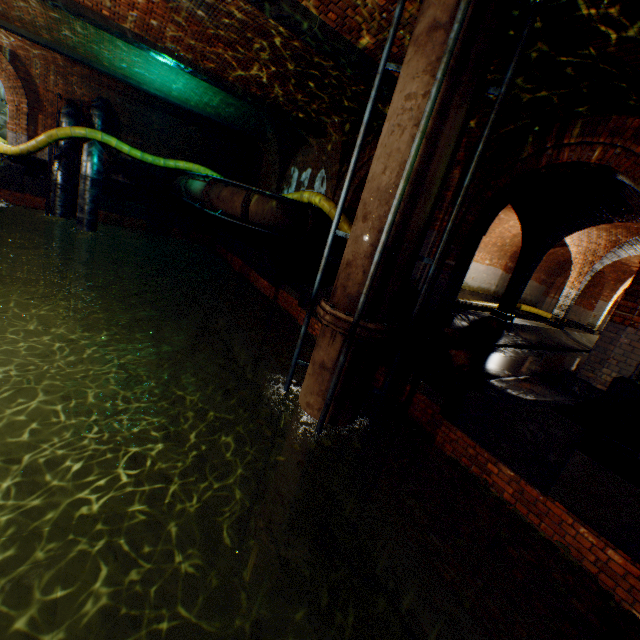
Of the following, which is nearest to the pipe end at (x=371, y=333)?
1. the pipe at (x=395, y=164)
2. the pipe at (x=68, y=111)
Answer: the pipe at (x=395, y=164)

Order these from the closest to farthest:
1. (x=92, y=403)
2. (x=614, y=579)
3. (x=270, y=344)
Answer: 1. (x=614, y=579)
2. (x=92, y=403)
3. (x=270, y=344)

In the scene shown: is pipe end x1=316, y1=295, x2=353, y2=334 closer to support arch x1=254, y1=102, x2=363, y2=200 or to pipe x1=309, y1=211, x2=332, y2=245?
pipe x1=309, y1=211, x2=332, y2=245

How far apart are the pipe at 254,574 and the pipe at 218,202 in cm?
750

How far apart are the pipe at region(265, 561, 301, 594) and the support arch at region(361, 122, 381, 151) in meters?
A: 8.8 m

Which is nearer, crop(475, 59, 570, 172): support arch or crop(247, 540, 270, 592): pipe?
crop(475, 59, 570, 172): support arch

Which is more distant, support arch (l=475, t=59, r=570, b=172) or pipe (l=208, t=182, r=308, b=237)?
pipe (l=208, t=182, r=308, b=237)

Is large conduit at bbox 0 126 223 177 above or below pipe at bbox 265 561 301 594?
above
